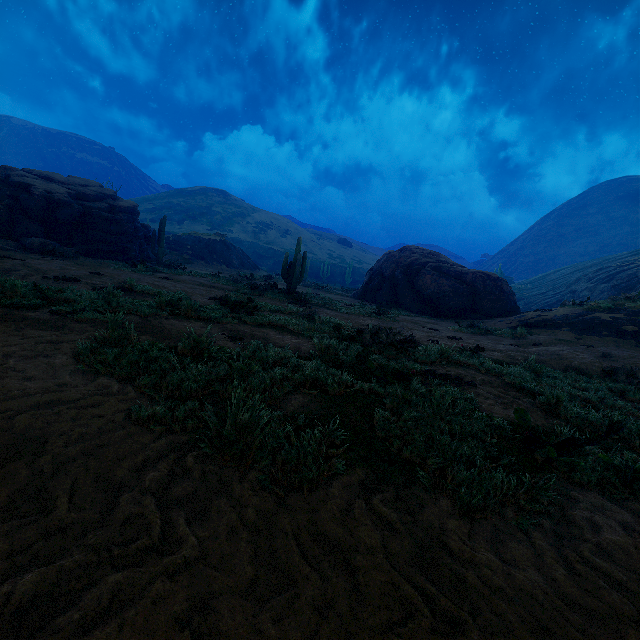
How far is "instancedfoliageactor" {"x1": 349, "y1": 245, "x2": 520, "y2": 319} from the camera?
19.0 meters

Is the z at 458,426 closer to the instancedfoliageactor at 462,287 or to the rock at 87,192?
the instancedfoliageactor at 462,287

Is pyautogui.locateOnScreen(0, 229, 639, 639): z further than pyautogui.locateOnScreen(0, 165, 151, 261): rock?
No

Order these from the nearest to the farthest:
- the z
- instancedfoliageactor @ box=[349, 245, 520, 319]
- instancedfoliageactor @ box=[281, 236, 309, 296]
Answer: the z
instancedfoliageactor @ box=[281, 236, 309, 296]
instancedfoliageactor @ box=[349, 245, 520, 319]

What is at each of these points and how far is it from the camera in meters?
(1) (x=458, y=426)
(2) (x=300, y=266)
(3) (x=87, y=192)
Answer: (1) z, 3.5
(2) instancedfoliageactor, 15.6
(3) rock, 20.3

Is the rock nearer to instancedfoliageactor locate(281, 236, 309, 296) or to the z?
instancedfoliageactor locate(281, 236, 309, 296)

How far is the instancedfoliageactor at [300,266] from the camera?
15.6 meters

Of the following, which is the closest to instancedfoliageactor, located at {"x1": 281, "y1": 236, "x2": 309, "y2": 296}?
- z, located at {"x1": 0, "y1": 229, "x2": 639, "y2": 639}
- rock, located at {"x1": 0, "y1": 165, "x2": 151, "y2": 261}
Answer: rock, located at {"x1": 0, "y1": 165, "x2": 151, "y2": 261}
